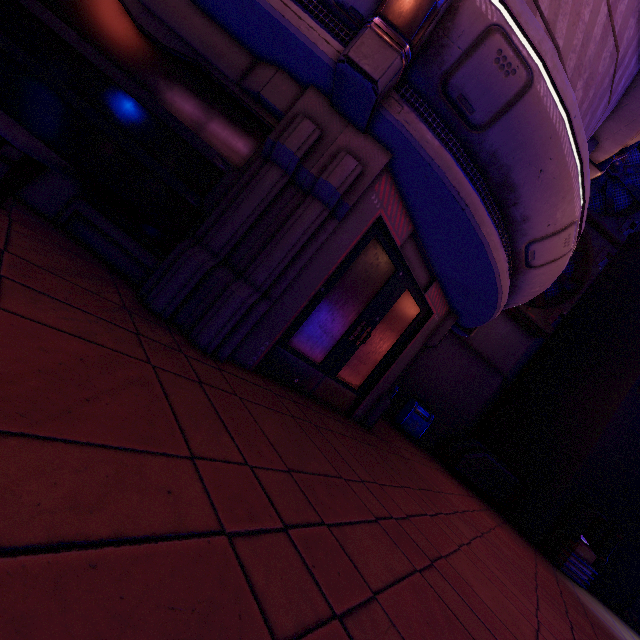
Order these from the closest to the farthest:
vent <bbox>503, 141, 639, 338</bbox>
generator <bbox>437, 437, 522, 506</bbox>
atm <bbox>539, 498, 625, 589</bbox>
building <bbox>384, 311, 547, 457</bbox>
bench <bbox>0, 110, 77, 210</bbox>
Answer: bench <bbox>0, 110, 77, 210</bbox> < atm <bbox>539, 498, 625, 589</bbox> < generator <bbox>437, 437, 522, 506</bbox> < vent <bbox>503, 141, 639, 338</bbox> < building <bbox>384, 311, 547, 457</bbox>

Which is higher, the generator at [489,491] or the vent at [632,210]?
the vent at [632,210]

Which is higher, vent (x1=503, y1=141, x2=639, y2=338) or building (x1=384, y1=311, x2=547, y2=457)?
vent (x1=503, y1=141, x2=639, y2=338)

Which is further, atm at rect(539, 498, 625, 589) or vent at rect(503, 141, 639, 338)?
vent at rect(503, 141, 639, 338)

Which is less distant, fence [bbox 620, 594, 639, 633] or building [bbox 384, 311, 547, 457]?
fence [bbox 620, 594, 639, 633]

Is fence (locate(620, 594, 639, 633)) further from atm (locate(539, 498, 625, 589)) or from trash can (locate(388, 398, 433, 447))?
trash can (locate(388, 398, 433, 447))

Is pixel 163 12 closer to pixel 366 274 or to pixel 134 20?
pixel 134 20

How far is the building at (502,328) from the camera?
12.2 meters
